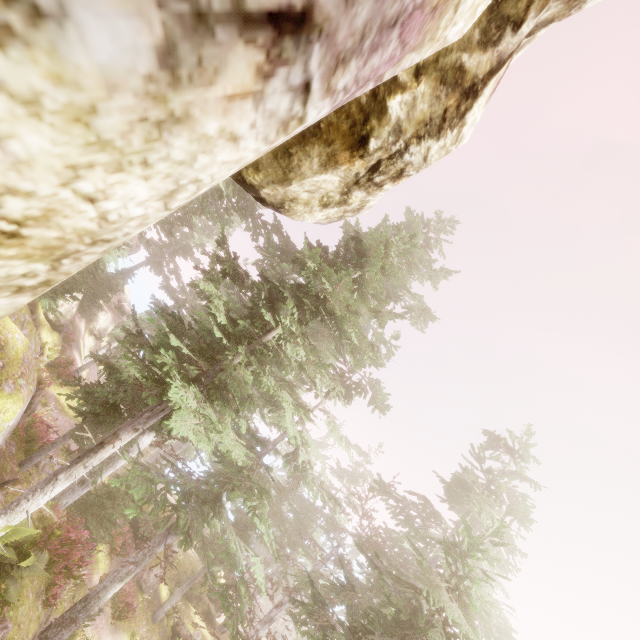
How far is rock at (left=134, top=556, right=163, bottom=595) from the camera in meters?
20.2

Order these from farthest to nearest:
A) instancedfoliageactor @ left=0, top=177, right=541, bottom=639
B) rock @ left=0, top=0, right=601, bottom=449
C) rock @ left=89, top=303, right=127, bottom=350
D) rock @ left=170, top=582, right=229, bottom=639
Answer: rock @ left=89, top=303, right=127, bottom=350 → rock @ left=170, top=582, right=229, bottom=639 → instancedfoliageactor @ left=0, top=177, right=541, bottom=639 → rock @ left=0, top=0, right=601, bottom=449

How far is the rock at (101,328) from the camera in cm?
3303

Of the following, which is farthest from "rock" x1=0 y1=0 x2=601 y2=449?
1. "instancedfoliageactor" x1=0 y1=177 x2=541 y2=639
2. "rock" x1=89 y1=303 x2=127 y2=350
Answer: "rock" x1=89 y1=303 x2=127 y2=350

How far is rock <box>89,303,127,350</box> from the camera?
33.03m

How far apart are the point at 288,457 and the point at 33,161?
13.92m

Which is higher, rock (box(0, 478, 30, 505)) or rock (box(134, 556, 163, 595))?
rock (box(0, 478, 30, 505))

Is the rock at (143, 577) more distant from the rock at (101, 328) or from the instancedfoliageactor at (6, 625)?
the rock at (101, 328)
